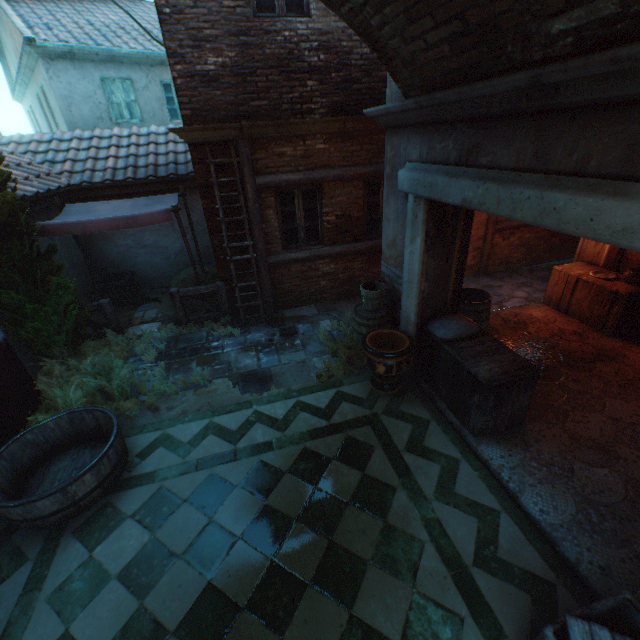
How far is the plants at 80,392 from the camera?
5.0m

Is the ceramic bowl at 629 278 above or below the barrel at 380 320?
above

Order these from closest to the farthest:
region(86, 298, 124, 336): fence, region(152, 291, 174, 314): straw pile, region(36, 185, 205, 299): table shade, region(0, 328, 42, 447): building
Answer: region(0, 328, 42, 447): building, region(36, 185, 205, 299): table shade, region(86, 298, 124, 336): fence, region(152, 291, 174, 314): straw pile

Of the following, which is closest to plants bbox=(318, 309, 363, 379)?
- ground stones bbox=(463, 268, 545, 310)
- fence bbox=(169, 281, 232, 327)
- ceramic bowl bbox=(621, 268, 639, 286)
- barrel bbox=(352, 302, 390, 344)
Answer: barrel bbox=(352, 302, 390, 344)

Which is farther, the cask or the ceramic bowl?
the ceramic bowl

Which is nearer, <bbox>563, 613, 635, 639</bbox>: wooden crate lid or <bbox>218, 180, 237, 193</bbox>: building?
<bbox>563, 613, 635, 639</bbox>: wooden crate lid

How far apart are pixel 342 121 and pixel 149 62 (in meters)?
10.10

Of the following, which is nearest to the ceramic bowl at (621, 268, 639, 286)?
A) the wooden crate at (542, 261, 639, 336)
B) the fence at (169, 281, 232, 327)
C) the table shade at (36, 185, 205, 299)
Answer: the wooden crate at (542, 261, 639, 336)
